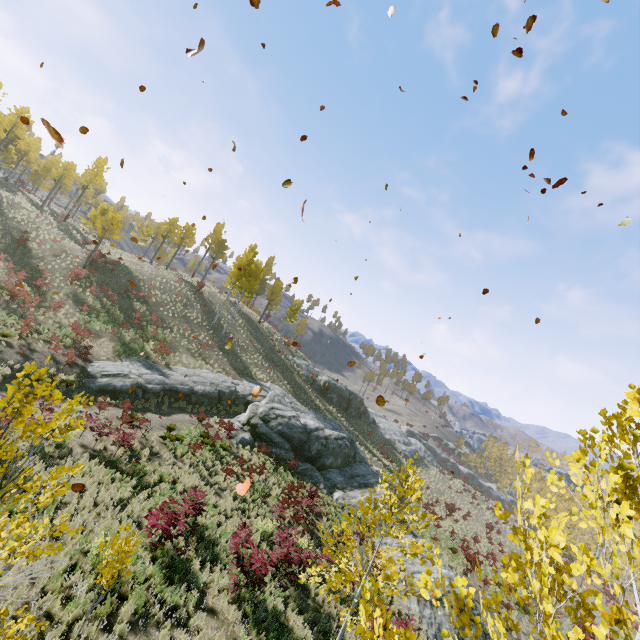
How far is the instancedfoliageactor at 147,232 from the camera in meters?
44.0 m

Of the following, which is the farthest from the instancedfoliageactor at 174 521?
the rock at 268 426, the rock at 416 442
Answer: the rock at 416 442

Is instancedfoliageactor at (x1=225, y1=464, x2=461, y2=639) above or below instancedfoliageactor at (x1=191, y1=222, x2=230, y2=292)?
below

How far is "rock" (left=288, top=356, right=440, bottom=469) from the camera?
43.44m

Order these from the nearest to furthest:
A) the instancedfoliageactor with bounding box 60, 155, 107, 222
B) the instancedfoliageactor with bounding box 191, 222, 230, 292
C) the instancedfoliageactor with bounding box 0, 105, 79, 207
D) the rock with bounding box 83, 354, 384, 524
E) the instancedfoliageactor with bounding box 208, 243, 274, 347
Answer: the rock with bounding box 83, 354, 384, 524, the instancedfoliageactor with bounding box 208, 243, 274, 347, the instancedfoliageactor with bounding box 0, 105, 79, 207, the instancedfoliageactor with bounding box 60, 155, 107, 222, the instancedfoliageactor with bounding box 191, 222, 230, 292

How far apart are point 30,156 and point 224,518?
66.9m
